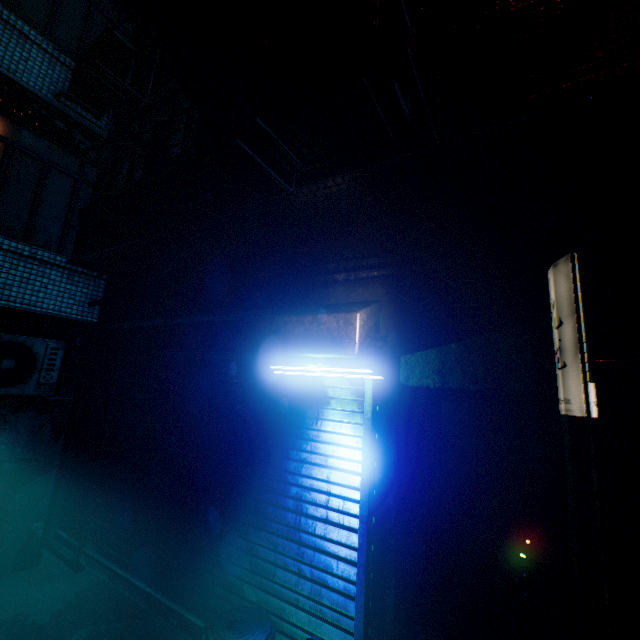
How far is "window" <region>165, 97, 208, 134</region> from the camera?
3.84m

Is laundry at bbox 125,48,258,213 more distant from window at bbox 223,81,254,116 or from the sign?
the sign

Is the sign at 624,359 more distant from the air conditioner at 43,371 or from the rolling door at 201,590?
the air conditioner at 43,371

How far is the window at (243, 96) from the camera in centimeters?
338cm

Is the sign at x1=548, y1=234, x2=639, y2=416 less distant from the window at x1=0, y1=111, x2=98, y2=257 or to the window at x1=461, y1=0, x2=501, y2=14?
the window at x1=461, y1=0, x2=501, y2=14

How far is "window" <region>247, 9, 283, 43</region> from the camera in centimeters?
338cm

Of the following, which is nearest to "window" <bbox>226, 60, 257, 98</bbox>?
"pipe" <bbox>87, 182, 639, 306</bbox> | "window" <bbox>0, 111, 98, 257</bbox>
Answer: "window" <bbox>0, 111, 98, 257</bbox>

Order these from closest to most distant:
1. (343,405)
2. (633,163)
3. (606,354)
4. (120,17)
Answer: (606,354)
(633,163)
(343,405)
(120,17)
